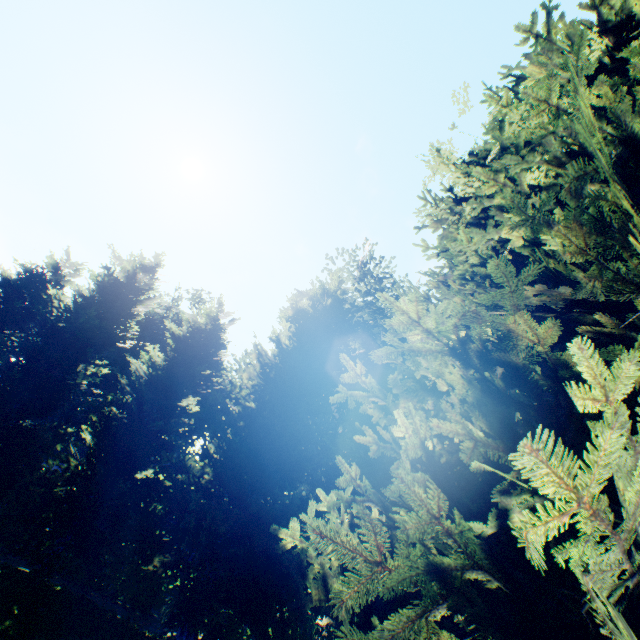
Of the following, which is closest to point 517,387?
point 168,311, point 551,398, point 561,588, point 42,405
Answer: point 551,398

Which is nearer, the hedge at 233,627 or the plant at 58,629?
the plant at 58,629

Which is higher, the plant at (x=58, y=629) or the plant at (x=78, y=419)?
the plant at (x=78, y=419)

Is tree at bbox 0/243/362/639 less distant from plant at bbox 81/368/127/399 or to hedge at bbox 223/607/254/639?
hedge at bbox 223/607/254/639

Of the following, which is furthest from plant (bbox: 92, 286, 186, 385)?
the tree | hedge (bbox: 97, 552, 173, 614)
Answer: hedge (bbox: 97, 552, 173, 614)

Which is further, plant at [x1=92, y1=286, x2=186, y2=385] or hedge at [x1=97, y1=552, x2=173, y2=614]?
plant at [x1=92, y1=286, x2=186, y2=385]

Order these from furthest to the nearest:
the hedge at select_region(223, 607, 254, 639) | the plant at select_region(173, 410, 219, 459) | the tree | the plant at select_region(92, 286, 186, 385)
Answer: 1. the plant at select_region(173, 410, 219, 459)
2. the plant at select_region(92, 286, 186, 385)
3. the hedge at select_region(223, 607, 254, 639)
4. the tree
